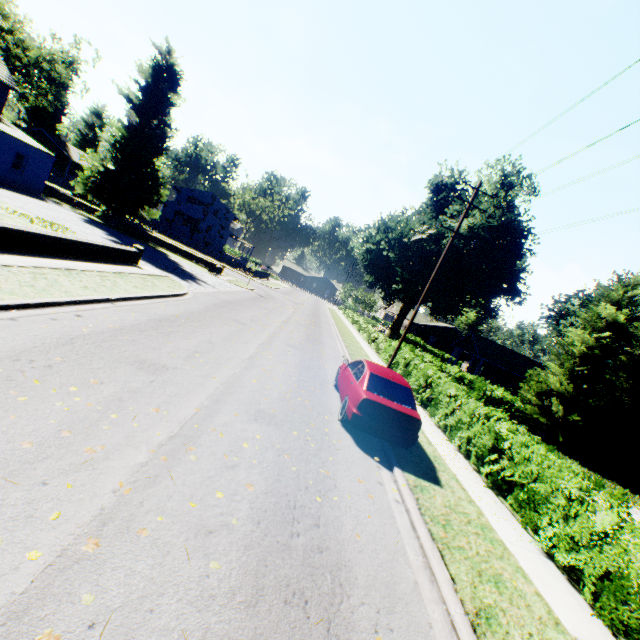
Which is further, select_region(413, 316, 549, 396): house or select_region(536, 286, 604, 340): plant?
select_region(536, 286, 604, 340): plant

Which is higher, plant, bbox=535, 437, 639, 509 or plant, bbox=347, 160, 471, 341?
plant, bbox=347, 160, 471, 341

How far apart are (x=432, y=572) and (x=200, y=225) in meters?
53.3 m

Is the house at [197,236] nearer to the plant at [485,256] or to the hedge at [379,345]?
the plant at [485,256]

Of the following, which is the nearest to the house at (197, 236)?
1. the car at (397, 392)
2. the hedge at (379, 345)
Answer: the hedge at (379, 345)

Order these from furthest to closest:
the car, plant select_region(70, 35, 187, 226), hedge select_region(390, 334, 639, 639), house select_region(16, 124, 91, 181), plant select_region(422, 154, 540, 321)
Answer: house select_region(16, 124, 91, 181), plant select_region(422, 154, 540, 321), plant select_region(70, 35, 187, 226), the car, hedge select_region(390, 334, 639, 639)

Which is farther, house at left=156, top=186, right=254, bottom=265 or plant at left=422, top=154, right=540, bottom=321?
house at left=156, top=186, right=254, bottom=265

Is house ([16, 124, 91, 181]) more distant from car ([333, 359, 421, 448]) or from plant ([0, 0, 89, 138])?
car ([333, 359, 421, 448])
